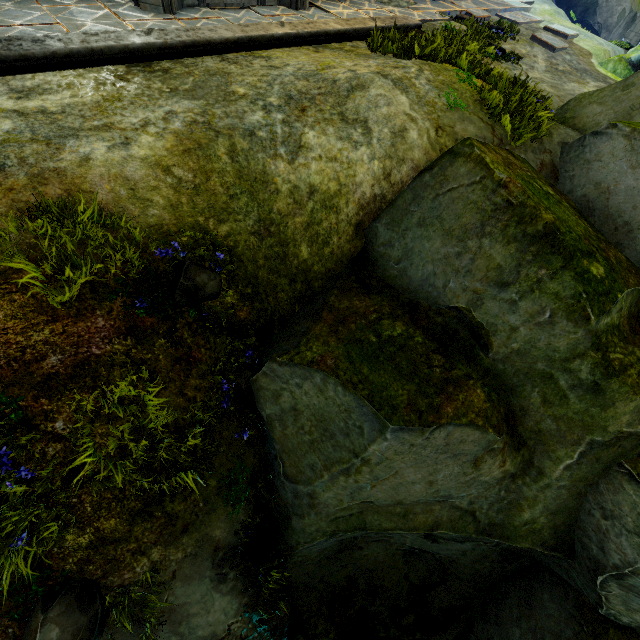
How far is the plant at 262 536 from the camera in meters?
4.9 m

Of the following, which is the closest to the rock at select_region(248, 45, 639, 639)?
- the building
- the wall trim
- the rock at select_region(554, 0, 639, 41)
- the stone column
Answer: the building

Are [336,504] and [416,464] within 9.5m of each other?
yes

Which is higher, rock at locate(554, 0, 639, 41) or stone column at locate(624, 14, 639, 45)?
rock at locate(554, 0, 639, 41)

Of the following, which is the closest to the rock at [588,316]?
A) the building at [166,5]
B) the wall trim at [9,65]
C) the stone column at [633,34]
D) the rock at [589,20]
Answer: the building at [166,5]

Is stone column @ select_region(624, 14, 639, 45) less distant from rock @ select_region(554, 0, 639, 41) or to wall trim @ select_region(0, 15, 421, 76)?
rock @ select_region(554, 0, 639, 41)

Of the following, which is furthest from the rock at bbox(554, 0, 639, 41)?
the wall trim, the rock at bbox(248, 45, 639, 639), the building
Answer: the rock at bbox(248, 45, 639, 639)

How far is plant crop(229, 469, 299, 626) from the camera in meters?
4.9
